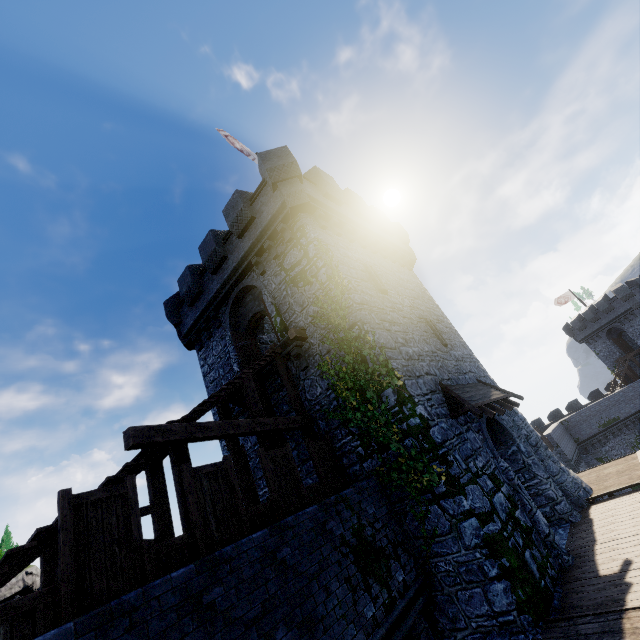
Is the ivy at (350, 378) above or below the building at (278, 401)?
below

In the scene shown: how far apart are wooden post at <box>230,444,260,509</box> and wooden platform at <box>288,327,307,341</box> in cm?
383

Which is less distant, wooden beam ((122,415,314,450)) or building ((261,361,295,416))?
wooden beam ((122,415,314,450))

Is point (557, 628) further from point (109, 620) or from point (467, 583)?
point (109, 620)

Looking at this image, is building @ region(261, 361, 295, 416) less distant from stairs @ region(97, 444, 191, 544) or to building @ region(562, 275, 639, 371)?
stairs @ region(97, 444, 191, 544)

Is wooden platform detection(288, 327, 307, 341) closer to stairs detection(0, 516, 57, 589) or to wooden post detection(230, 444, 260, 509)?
stairs detection(0, 516, 57, 589)

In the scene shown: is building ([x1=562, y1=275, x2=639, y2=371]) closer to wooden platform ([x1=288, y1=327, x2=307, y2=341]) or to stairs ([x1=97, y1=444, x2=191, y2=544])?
wooden platform ([x1=288, y1=327, x2=307, y2=341])

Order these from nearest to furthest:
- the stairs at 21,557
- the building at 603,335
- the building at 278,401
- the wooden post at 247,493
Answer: the stairs at 21,557
the wooden post at 247,493
the building at 278,401
the building at 603,335
